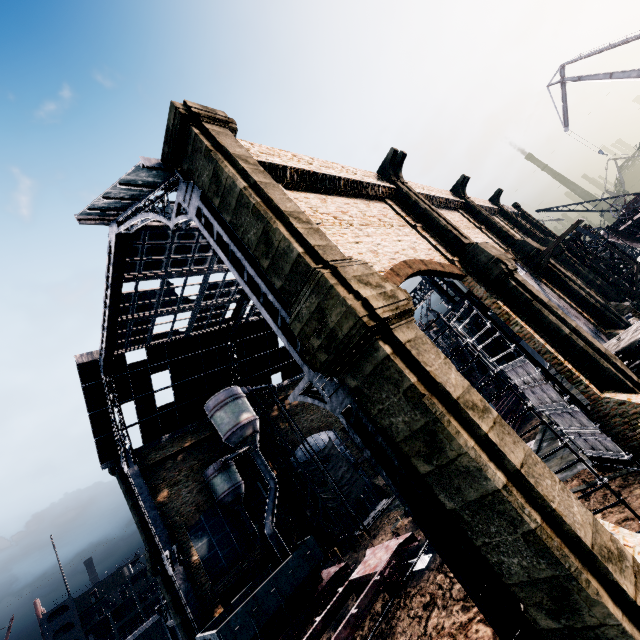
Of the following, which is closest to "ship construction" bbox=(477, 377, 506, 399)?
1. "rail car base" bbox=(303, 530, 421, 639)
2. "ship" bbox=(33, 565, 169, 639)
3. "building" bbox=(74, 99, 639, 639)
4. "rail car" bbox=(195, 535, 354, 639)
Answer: "building" bbox=(74, 99, 639, 639)

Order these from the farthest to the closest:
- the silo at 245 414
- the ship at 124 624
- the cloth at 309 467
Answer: the ship at 124 624, the cloth at 309 467, the silo at 245 414

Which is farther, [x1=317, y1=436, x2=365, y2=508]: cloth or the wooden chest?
[x1=317, y1=436, x2=365, y2=508]: cloth

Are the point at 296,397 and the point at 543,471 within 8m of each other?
yes

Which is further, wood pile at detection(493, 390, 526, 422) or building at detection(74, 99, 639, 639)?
wood pile at detection(493, 390, 526, 422)

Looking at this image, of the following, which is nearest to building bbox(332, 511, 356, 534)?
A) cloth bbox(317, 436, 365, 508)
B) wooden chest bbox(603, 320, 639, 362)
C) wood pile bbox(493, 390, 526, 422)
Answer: wooden chest bbox(603, 320, 639, 362)

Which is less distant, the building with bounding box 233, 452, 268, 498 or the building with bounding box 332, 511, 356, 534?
the building with bounding box 233, 452, 268, 498

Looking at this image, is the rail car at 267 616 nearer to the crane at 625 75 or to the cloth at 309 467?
the cloth at 309 467
